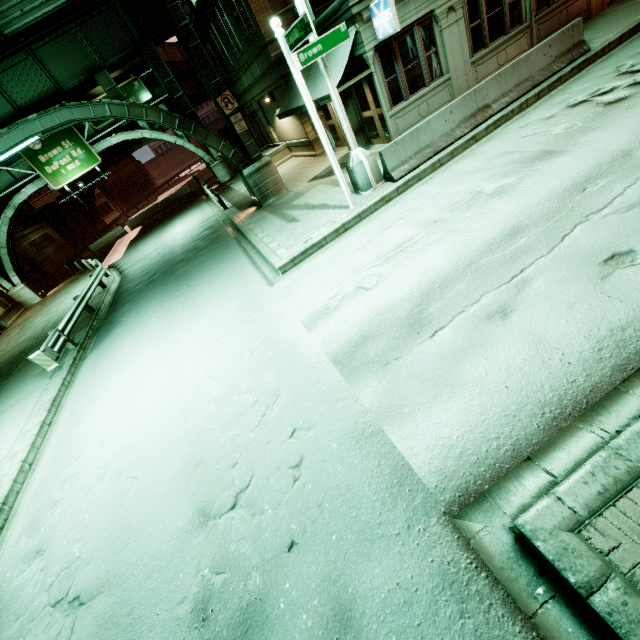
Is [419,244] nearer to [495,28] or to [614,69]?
[614,69]

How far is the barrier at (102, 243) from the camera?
34.50m

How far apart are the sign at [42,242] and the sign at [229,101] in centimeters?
3246cm

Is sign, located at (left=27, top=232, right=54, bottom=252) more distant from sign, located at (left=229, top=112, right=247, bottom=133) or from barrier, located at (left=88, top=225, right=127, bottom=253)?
sign, located at (left=229, top=112, right=247, bottom=133)

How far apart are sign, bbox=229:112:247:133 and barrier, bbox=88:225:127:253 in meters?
28.5

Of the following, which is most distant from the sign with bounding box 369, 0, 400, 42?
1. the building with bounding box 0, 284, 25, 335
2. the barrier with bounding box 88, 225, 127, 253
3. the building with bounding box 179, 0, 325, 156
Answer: the barrier with bounding box 88, 225, 127, 253

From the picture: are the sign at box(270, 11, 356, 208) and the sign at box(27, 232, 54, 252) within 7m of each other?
no

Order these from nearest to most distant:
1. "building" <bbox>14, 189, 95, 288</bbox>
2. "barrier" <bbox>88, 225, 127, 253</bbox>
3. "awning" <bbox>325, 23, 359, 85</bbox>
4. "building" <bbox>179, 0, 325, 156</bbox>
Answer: "awning" <bbox>325, 23, 359, 85</bbox>
"building" <bbox>179, 0, 325, 156</bbox>
"building" <bbox>14, 189, 95, 288</bbox>
"barrier" <bbox>88, 225, 127, 253</bbox>
